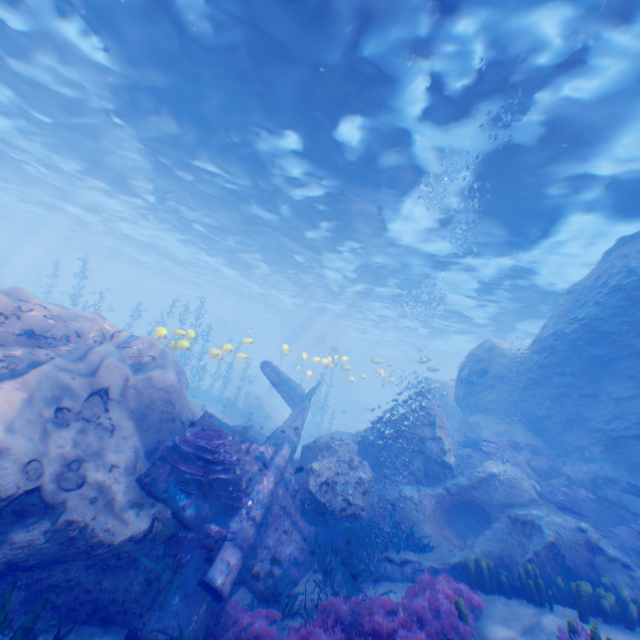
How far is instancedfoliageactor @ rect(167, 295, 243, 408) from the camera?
15.1m

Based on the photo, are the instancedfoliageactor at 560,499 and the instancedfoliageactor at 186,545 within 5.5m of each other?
no

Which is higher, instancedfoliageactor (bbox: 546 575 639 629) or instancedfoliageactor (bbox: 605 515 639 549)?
instancedfoliageactor (bbox: 605 515 639 549)

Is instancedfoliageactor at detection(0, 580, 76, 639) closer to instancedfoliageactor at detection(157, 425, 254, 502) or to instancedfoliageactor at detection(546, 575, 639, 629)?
instancedfoliageactor at detection(157, 425, 254, 502)

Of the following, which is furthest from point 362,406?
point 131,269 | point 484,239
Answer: point 131,269

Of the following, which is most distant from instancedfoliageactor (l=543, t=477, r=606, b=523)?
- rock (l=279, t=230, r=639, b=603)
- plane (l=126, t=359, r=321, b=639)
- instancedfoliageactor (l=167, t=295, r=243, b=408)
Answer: instancedfoliageactor (l=167, t=295, r=243, b=408)

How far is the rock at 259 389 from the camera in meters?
12.7

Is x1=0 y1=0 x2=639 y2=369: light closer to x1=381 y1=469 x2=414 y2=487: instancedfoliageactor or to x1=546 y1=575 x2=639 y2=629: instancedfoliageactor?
x1=381 y1=469 x2=414 y2=487: instancedfoliageactor
